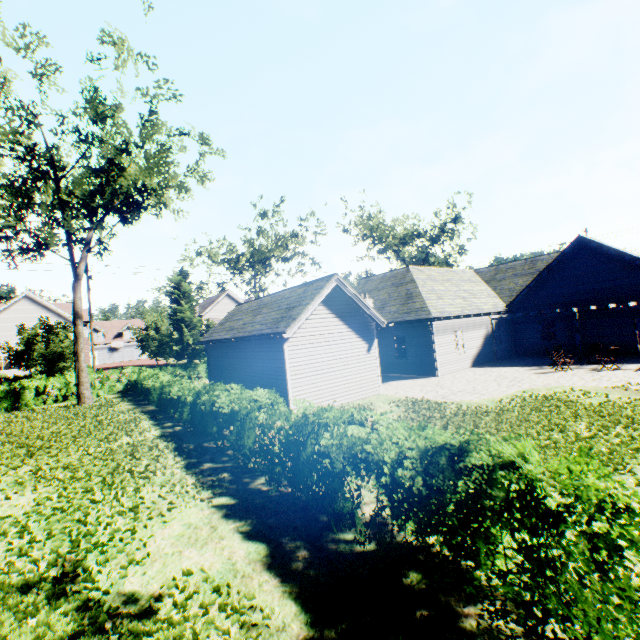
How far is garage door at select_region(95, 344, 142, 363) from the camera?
56.16m

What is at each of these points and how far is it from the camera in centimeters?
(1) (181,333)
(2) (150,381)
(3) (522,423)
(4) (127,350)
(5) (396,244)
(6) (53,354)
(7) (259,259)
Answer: (1) tree, 4519cm
(2) hedge, 1925cm
(3) plant, 933cm
(4) garage door, 5853cm
(5) tree, 4341cm
(6) tree, 2531cm
(7) tree, 2794cm

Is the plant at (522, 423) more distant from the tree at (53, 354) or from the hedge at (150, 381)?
the hedge at (150, 381)

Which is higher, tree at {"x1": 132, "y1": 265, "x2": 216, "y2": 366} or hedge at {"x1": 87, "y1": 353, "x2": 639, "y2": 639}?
tree at {"x1": 132, "y1": 265, "x2": 216, "y2": 366}

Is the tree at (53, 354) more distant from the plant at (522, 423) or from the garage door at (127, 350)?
the garage door at (127, 350)

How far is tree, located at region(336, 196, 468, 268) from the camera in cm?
4278

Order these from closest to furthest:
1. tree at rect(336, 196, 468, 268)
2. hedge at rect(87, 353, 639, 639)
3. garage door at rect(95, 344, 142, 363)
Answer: hedge at rect(87, 353, 639, 639) → tree at rect(336, 196, 468, 268) → garage door at rect(95, 344, 142, 363)
